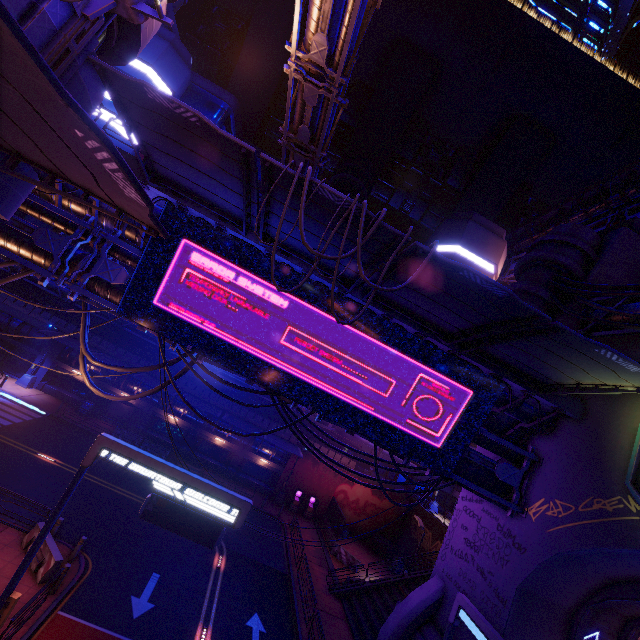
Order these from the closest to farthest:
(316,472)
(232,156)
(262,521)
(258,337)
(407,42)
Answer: (232,156), (258,337), (262,521), (316,472), (407,42)

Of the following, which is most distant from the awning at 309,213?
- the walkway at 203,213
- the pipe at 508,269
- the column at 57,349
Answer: the pipe at 508,269

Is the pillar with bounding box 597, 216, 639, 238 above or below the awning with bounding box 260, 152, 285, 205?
above

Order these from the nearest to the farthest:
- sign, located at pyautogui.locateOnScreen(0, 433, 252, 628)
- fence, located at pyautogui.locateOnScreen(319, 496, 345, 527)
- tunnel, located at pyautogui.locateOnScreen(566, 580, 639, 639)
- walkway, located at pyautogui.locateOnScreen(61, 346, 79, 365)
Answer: sign, located at pyautogui.locateOnScreen(0, 433, 252, 628) < tunnel, located at pyautogui.locateOnScreen(566, 580, 639, 639) < fence, located at pyautogui.locateOnScreen(319, 496, 345, 527) < walkway, located at pyautogui.locateOnScreen(61, 346, 79, 365)

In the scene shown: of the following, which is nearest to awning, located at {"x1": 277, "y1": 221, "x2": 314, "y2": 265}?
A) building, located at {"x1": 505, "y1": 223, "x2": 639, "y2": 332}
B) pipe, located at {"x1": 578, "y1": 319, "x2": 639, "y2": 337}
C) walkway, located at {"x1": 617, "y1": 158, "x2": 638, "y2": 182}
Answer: building, located at {"x1": 505, "y1": 223, "x2": 639, "y2": 332}

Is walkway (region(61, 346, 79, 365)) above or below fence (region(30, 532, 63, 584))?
above

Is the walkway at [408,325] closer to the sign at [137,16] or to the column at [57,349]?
the sign at [137,16]

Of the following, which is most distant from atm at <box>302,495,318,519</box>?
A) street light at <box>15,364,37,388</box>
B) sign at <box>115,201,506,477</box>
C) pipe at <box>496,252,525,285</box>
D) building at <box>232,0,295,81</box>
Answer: pipe at <box>496,252,525,285</box>
